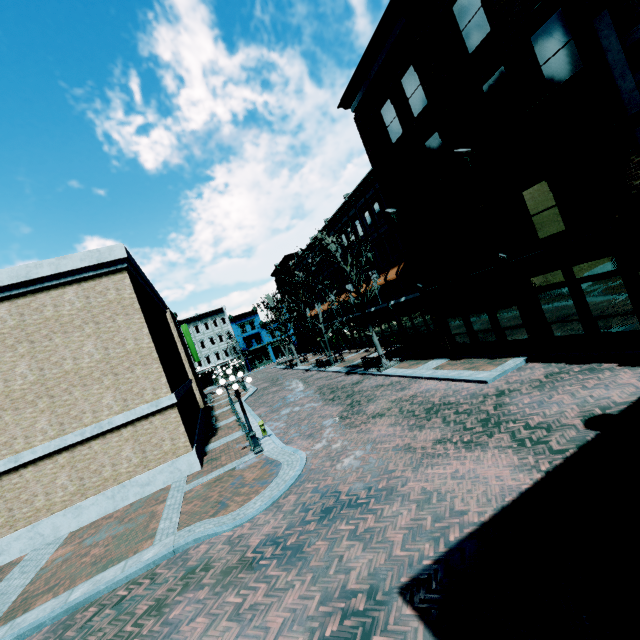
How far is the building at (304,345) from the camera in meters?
41.2

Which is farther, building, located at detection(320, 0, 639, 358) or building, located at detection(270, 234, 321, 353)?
building, located at detection(270, 234, 321, 353)

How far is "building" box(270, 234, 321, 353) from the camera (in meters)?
41.16

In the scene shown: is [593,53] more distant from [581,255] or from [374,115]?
[374,115]

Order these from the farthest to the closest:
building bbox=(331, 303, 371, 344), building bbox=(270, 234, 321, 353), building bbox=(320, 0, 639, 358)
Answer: building bbox=(270, 234, 321, 353)
building bbox=(331, 303, 371, 344)
building bbox=(320, 0, 639, 358)

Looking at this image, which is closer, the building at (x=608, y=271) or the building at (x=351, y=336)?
the building at (x=608, y=271)
